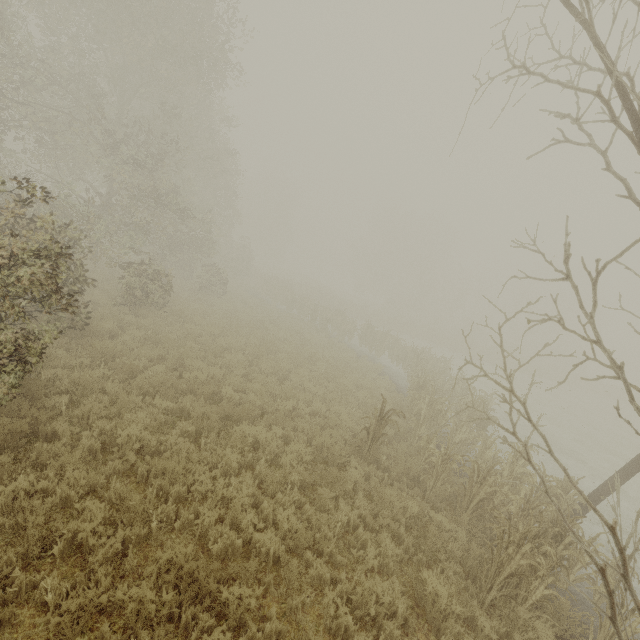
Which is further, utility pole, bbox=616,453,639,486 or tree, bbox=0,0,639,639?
utility pole, bbox=616,453,639,486

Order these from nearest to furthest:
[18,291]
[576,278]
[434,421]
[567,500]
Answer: [18,291]
[567,500]
[434,421]
[576,278]

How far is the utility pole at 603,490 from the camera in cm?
810

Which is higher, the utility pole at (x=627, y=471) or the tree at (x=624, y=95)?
the tree at (x=624, y=95)

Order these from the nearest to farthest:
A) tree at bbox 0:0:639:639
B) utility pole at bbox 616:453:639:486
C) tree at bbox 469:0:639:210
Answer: tree at bbox 469:0:639:210 < tree at bbox 0:0:639:639 < utility pole at bbox 616:453:639:486

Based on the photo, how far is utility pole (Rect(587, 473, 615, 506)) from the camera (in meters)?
8.10

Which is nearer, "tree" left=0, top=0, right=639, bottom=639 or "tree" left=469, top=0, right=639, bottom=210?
"tree" left=469, top=0, right=639, bottom=210
